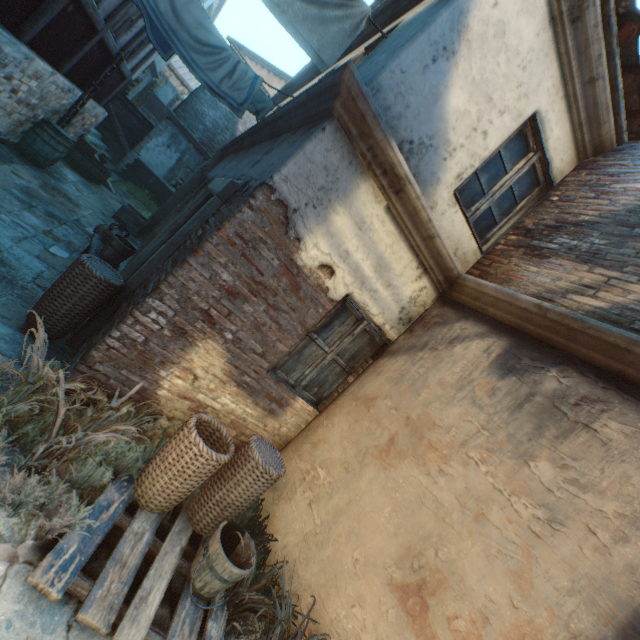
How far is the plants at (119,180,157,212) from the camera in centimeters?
1447cm

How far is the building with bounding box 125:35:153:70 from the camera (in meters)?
9.59

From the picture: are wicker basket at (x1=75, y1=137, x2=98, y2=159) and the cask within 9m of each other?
yes

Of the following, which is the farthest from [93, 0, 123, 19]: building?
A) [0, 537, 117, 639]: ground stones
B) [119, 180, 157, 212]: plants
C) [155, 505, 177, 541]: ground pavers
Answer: [119, 180, 157, 212]: plants

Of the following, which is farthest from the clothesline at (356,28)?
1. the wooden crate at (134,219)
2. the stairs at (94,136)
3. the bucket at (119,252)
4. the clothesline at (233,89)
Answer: the stairs at (94,136)

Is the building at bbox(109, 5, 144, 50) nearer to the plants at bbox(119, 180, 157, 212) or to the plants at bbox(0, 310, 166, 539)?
the plants at bbox(0, 310, 166, 539)

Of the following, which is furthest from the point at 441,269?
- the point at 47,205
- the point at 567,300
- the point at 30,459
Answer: the point at 47,205

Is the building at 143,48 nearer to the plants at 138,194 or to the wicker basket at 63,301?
the wicker basket at 63,301
